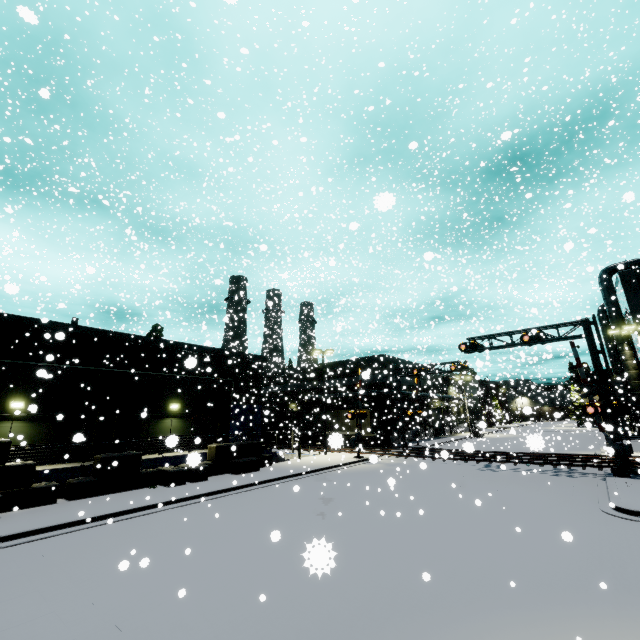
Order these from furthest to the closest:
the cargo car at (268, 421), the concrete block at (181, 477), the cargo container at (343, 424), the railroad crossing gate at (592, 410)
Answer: the cargo car at (268, 421), the cargo container at (343, 424), the railroad crossing gate at (592, 410), the concrete block at (181, 477)

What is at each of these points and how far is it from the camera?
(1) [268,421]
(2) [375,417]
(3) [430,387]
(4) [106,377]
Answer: (1) cargo car, 44.50m
(2) cargo container door, 36.12m
(3) building, 51.84m
(4) building, 18.94m

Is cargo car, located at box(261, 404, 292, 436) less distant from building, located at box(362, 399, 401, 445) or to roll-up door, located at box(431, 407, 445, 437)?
building, located at box(362, 399, 401, 445)

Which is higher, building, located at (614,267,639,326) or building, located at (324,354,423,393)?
building, located at (614,267,639,326)

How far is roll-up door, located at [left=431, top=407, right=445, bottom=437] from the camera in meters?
48.8

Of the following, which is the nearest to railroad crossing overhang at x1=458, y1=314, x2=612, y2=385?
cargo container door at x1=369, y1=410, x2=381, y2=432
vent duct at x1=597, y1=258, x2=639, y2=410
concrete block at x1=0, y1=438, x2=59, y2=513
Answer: concrete block at x1=0, y1=438, x2=59, y2=513

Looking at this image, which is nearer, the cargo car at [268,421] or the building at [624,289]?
the building at [624,289]

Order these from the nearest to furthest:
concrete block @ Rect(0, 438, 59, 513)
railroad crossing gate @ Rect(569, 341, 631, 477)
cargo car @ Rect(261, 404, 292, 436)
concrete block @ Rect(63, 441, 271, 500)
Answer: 1. concrete block @ Rect(0, 438, 59, 513)
2. concrete block @ Rect(63, 441, 271, 500)
3. railroad crossing gate @ Rect(569, 341, 631, 477)
4. cargo car @ Rect(261, 404, 292, 436)
